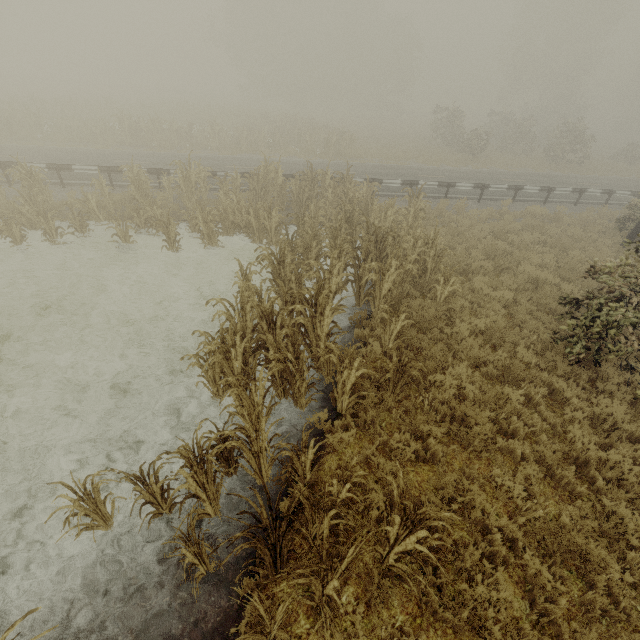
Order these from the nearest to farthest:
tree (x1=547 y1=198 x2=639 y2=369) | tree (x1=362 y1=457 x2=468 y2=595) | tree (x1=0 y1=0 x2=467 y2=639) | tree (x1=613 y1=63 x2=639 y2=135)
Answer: tree (x1=362 y1=457 x2=468 y2=595) < tree (x1=0 y1=0 x2=467 y2=639) < tree (x1=547 y1=198 x2=639 y2=369) < tree (x1=613 y1=63 x2=639 y2=135)

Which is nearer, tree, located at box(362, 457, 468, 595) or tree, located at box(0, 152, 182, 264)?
tree, located at box(362, 457, 468, 595)

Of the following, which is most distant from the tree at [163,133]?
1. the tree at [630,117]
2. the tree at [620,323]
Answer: the tree at [630,117]

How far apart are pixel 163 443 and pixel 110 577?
1.88m

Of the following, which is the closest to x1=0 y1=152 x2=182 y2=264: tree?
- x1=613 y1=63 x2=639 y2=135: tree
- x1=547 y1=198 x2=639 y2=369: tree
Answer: x1=547 y1=198 x2=639 y2=369: tree

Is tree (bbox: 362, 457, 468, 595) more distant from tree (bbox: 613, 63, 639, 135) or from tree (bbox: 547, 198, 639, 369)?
tree (bbox: 613, 63, 639, 135)

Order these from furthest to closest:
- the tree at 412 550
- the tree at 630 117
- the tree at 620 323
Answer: the tree at 630 117
the tree at 620 323
the tree at 412 550
